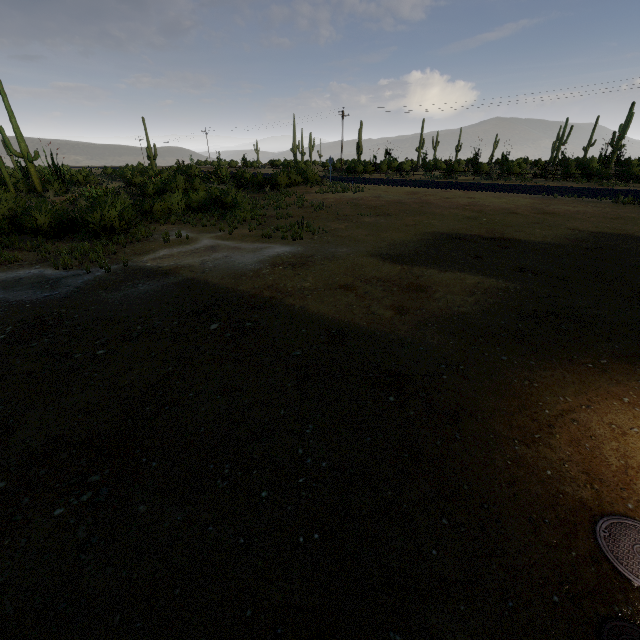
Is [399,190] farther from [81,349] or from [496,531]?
[496,531]
